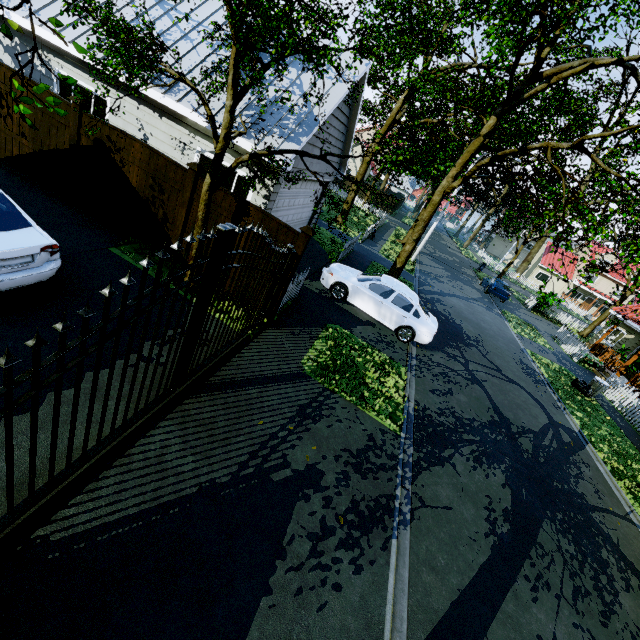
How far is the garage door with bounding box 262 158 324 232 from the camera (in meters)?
9.30

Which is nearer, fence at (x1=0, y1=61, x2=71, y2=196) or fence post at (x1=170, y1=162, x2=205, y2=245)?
fence post at (x1=170, y1=162, x2=205, y2=245)

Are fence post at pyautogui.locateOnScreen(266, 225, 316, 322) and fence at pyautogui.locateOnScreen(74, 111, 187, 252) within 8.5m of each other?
yes

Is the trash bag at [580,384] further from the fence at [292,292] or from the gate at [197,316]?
the gate at [197,316]

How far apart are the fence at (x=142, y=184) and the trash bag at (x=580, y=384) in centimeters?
1841cm

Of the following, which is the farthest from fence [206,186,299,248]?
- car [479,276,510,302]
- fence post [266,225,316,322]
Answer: car [479,276,510,302]

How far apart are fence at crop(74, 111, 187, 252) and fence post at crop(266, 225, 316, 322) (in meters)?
2.96

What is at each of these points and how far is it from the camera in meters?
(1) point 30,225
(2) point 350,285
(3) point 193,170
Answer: (1) car, 5.3 m
(2) car, 11.1 m
(3) fence post, 7.3 m
